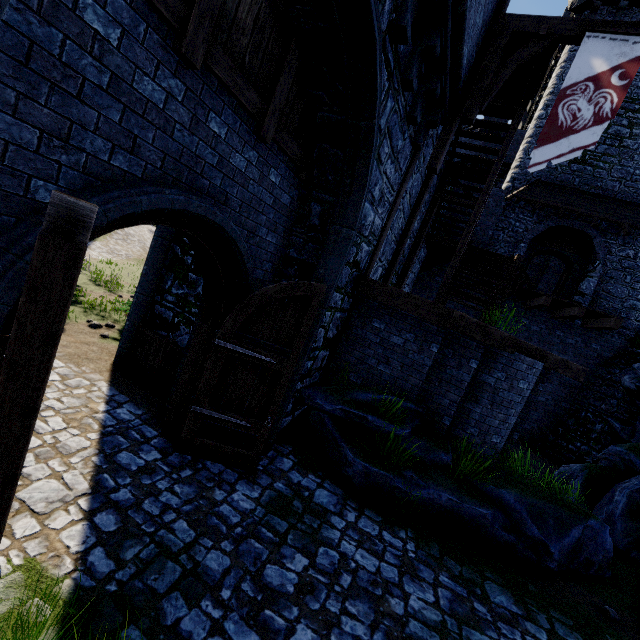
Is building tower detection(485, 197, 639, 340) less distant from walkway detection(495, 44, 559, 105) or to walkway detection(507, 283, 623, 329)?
walkway detection(507, 283, 623, 329)

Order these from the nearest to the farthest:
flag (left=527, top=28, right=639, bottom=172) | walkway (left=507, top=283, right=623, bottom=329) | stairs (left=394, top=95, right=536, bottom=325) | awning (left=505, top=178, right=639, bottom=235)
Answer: flag (left=527, top=28, right=639, bottom=172)
stairs (left=394, top=95, right=536, bottom=325)
walkway (left=507, top=283, right=623, bottom=329)
awning (left=505, top=178, right=639, bottom=235)

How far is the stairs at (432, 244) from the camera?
9.0 meters

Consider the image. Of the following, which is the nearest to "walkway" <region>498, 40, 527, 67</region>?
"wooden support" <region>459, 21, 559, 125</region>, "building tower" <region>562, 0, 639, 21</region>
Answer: "wooden support" <region>459, 21, 559, 125</region>

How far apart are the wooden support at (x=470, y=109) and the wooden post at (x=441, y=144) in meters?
0.0

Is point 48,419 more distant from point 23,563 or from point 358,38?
point 358,38

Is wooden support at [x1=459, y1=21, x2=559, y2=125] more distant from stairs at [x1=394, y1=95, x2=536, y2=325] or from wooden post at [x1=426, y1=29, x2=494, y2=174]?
stairs at [x1=394, y1=95, x2=536, y2=325]

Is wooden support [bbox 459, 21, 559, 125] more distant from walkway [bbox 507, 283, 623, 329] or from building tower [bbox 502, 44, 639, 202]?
building tower [bbox 502, 44, 639, 202]
